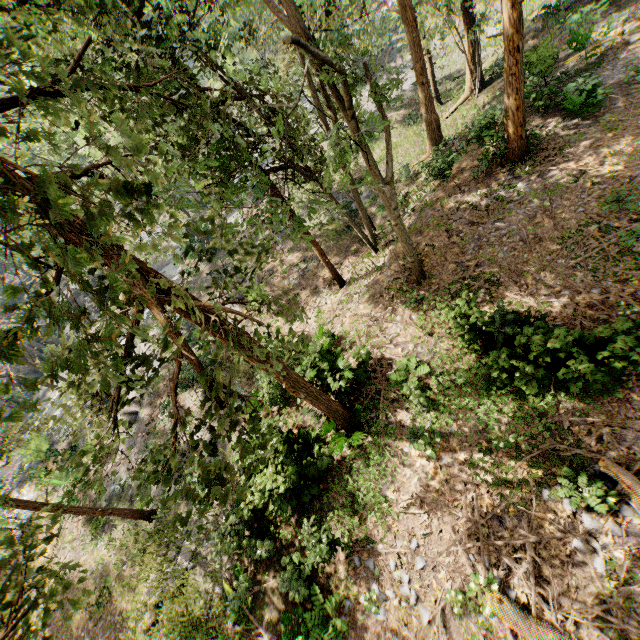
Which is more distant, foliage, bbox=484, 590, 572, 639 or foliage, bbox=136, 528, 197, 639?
foliage, bbox=136, 528, 197, 639

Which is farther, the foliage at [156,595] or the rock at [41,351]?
the rock at [41,351]

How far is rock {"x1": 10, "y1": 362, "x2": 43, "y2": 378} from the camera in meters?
35.3

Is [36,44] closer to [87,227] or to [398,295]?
[87,227]

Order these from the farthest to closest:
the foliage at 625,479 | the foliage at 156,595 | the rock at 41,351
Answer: the rock at 41,351 → the foliage at 156,595 → the foliage at 625,479

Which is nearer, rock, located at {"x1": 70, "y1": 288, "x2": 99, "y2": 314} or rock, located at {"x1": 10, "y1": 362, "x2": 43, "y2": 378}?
rock, located at {"x1": 10, "y1": 362, "x2": 43, "y2": 378}

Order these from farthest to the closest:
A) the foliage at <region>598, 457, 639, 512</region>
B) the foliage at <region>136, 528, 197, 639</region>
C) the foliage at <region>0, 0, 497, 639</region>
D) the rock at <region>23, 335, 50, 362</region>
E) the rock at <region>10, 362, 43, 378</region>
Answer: the rock at <region>10, 362, 43, 378</region>, the rock at <region>23, 335, 50, 362</region>, the foliage at <region>136, 528, 197, 639</region>, the foliage at <region>598, 457, 639, 512</region>, the foliage at <region>0, 0, 497, 639</region>

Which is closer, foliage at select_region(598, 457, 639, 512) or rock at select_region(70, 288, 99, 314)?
foliage at select_region(598, 457, 639, 512)
